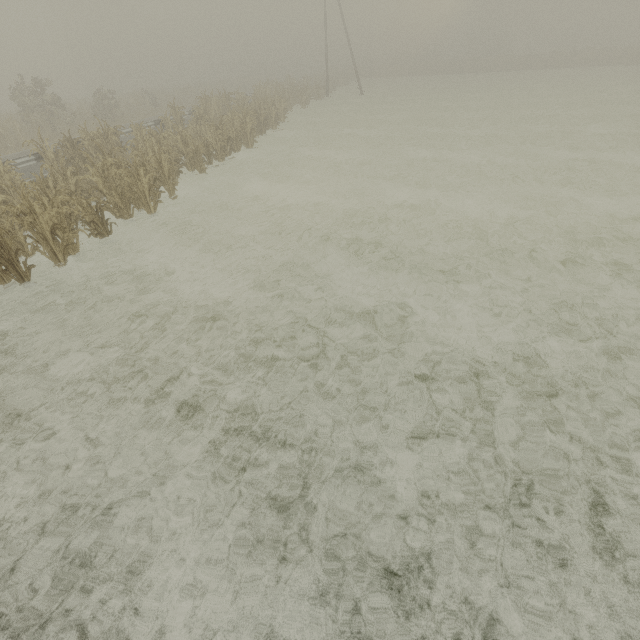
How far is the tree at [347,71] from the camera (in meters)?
39.81

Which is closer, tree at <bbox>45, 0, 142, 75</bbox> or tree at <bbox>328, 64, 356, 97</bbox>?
tree at <bbox>328, 64, 356, 97</bbox>

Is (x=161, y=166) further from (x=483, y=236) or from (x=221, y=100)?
(x=221, y=100)

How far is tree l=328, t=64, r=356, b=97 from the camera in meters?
39.8 m

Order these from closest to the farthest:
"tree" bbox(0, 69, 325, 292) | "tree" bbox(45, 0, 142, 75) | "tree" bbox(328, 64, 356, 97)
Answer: "tree" bbox(0, 69, 325, 292)
"tree" bbox(328, 64, 356, 97)
"tree" bbox(45, 0, 142, 75)

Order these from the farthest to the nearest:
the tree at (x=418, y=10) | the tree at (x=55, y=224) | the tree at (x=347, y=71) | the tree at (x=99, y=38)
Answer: the tree at (x=418, y=10), the tree at (x=99, y=38), the tree at (x=347, y=71), the tree at (x=55, y=224)
